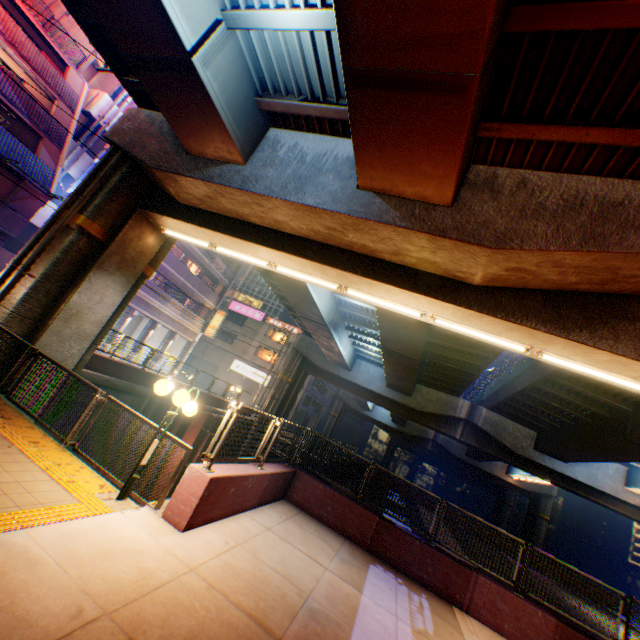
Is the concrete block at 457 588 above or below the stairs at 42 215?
below

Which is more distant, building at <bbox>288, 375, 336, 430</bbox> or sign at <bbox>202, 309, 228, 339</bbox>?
building at <bbox>288, 375, 336, 430</bbox>

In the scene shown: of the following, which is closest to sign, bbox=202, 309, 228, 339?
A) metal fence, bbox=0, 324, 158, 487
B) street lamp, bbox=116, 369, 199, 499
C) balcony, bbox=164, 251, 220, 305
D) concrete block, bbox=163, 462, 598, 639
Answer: balcony, bbox=164, 251, 220, 305

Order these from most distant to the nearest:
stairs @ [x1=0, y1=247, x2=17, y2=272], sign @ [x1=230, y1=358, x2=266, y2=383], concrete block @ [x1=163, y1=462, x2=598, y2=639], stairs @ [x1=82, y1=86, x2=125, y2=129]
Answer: sign @ [x1=230, y1=358, x2=266, y2=383]
stairs @ [x1=82, y1=86, x2=125, y2=129]
stairs @ [x1=0, y1=247, x2=17, y2=272]
concrete block @ [x1=163, y1=462, x2=598, y2=639]

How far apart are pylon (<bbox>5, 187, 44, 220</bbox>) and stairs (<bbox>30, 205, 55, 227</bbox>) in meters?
5.6 m

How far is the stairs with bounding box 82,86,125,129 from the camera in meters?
24.5 m

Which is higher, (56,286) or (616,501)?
(616,501)

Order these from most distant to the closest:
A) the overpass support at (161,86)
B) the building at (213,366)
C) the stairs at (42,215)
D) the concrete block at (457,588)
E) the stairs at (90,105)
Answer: the building at (213,366)
the stairs at (90,105)
the stairs at (42,215)
the concrete block at (457,588)
the overpass support at (161,86)
